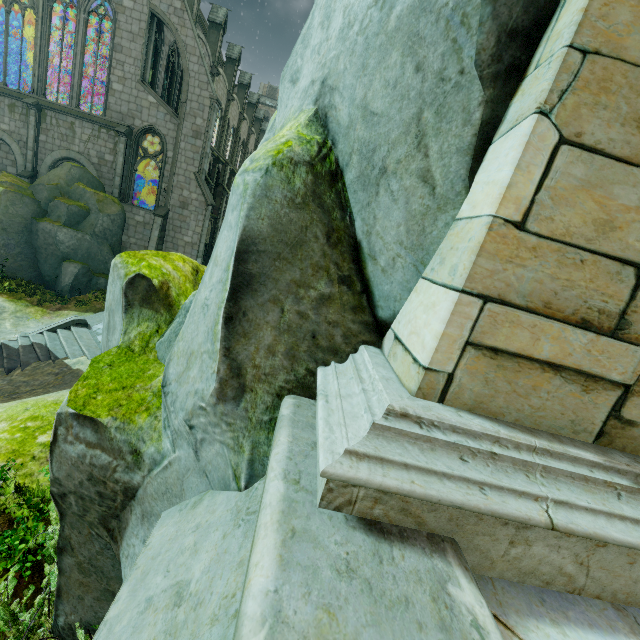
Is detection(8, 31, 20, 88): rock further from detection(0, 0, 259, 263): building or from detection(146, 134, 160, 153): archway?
detection(146, 134, 160, 153): archway

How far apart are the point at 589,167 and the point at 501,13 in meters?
0.8 m

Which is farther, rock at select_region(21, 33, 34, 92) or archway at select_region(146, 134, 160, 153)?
rock at select_region(21, 33, 34, 92)

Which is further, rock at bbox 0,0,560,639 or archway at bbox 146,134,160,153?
archway at bbox 146,134,160,153

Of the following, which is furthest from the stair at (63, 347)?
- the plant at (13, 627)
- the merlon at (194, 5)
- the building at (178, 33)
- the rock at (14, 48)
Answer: the rock at (14, 48)

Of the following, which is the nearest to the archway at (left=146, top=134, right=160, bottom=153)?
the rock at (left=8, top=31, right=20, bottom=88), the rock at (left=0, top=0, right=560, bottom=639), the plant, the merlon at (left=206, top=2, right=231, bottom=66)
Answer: the merlon at (left=206, top=2, right=231, bottom=66)

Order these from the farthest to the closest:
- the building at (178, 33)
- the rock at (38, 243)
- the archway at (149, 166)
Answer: the archway at (149, 166) < the building at (178, 33) < the rock at (38, 243)

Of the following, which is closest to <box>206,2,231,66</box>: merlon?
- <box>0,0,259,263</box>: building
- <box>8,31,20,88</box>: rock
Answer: <box>0,0,259,263</box>: building
